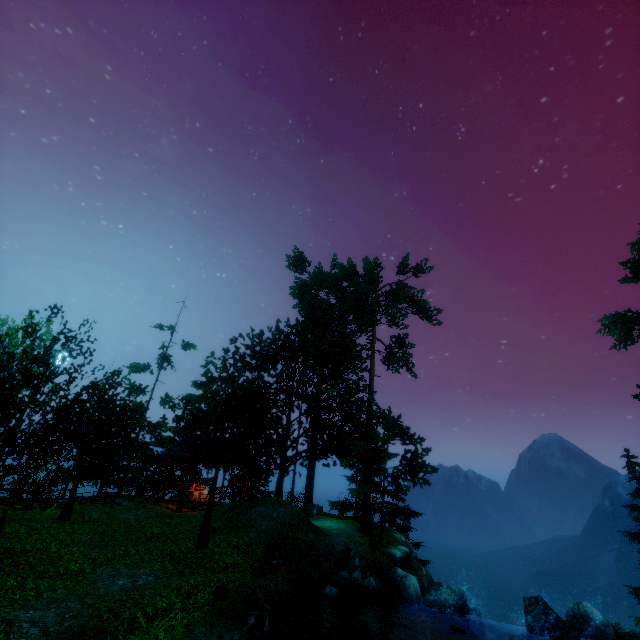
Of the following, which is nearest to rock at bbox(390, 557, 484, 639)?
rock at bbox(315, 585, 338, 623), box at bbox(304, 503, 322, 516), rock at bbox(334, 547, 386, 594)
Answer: rock at bbox(334, 547, 386, 594)

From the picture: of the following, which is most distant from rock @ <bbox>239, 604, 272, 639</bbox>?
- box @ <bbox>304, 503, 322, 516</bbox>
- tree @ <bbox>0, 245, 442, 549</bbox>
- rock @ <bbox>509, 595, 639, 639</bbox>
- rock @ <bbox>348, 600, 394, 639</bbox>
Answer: box @ <bbox>304, 503, 322, 516</bbox>

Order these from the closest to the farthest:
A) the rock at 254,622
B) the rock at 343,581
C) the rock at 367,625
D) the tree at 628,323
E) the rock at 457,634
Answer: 1. the rock at 254,622
2. the rock at 367,625
3. the rock at 457,634
4. the rock at 343,581
5. the tree at 628,323

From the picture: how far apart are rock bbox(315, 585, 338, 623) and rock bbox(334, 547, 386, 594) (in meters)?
1.52

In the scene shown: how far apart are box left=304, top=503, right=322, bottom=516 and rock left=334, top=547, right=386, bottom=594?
9.9m

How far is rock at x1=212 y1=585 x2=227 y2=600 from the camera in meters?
9.8 m

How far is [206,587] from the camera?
10.34m

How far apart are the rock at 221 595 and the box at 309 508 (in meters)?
14.93
